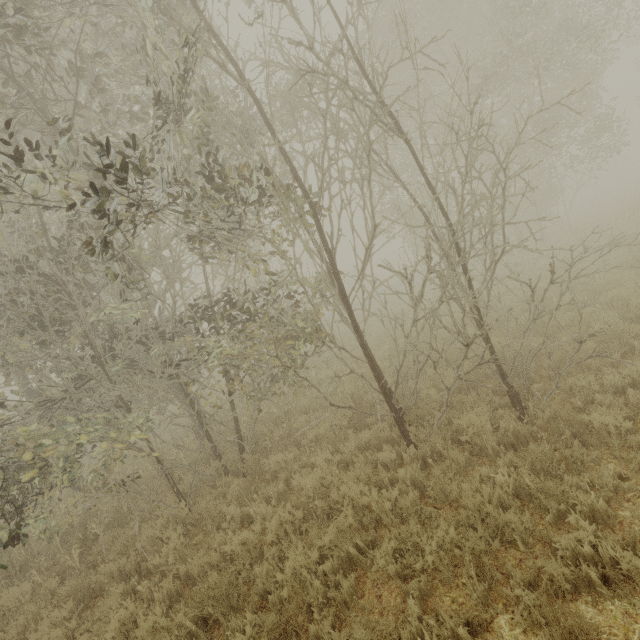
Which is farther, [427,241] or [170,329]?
[170,329]
